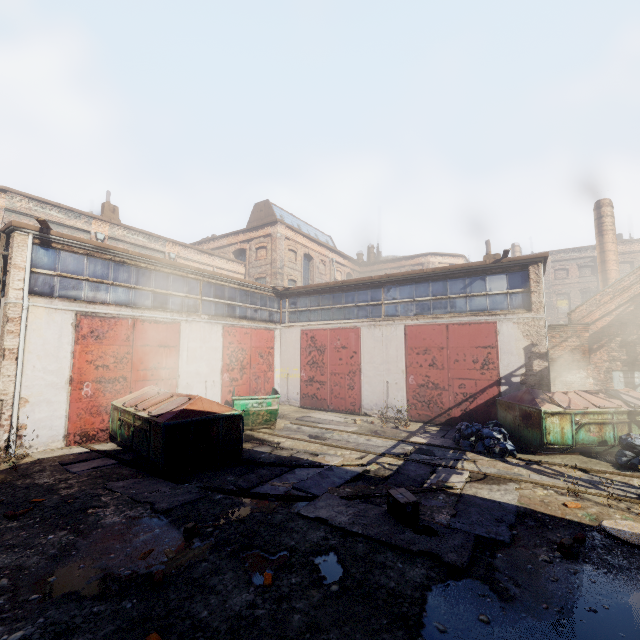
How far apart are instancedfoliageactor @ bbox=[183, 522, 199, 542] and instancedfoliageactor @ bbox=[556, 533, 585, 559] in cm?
569

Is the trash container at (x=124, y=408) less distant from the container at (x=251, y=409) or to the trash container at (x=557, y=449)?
the container at (x=251, y=409)

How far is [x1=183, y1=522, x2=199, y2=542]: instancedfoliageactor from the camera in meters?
5.2 m

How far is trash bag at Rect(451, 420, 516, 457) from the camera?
9.2m

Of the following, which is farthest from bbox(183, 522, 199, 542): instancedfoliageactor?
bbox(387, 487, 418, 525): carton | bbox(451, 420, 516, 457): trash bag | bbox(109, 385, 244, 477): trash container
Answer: bbox(451, 420, 516, 457): trash bag

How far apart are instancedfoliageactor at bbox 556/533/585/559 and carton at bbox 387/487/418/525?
2.03m

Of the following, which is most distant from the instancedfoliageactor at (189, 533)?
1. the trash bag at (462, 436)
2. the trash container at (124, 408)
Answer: the trash bag at (462, 436)

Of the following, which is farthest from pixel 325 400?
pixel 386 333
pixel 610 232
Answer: pixel 610 232
